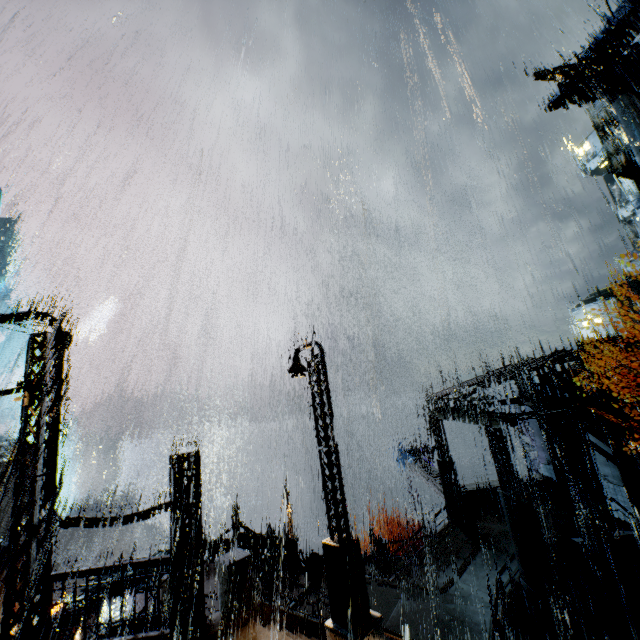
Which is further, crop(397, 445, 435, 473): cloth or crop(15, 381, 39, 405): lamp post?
crop(397, 445, 435, 473): cloth

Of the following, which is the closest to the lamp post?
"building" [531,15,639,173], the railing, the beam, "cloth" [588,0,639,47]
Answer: "building" [531,15,639,173]

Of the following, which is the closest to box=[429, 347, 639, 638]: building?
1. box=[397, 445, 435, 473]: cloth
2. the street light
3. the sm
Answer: the sm

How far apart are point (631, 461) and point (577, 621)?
7.64m

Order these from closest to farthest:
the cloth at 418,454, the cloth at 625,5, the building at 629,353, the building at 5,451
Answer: the building at 629,353 → the cloth at 625,5 → the cloth at 418,454 → the building at 5,451

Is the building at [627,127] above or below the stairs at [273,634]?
above

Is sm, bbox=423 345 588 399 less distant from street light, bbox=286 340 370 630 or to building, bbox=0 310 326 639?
building, bbox=0 310 326 639

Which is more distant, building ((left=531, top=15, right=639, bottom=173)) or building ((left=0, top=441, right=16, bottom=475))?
building ((left=0, top=441, right=16, bottom=475))
